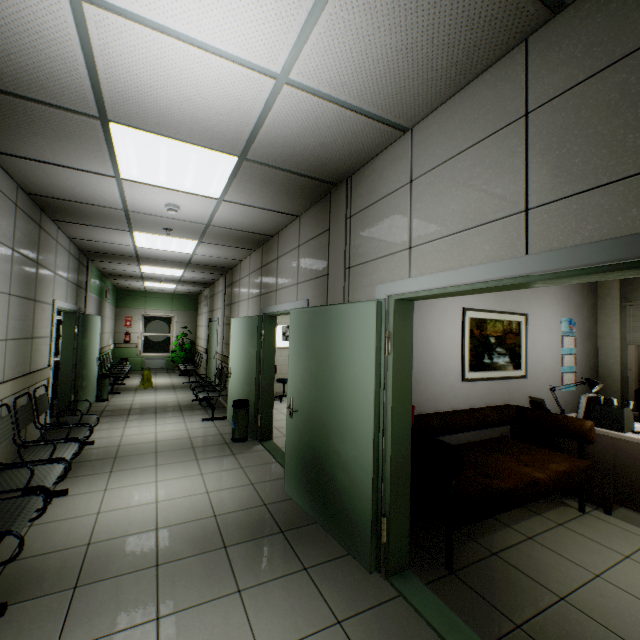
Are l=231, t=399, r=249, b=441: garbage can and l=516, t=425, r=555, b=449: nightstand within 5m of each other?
yes

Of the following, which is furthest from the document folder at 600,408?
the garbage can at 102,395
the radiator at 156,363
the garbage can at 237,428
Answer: the radiator at 156,363

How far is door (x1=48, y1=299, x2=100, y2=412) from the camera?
5.1m

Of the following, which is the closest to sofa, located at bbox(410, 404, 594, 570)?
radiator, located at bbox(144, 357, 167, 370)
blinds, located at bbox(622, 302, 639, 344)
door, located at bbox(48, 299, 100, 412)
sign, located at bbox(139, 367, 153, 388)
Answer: blinds, located at bbox(622, 302, 639, 344)

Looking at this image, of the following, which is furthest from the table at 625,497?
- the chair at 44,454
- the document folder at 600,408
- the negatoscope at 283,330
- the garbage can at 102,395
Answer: the garbage can at 102,395

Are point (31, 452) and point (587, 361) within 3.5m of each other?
no

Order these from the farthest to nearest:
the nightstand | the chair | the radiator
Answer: the radiator < the nightstand < the chair

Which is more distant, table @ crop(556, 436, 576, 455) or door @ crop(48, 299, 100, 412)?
door @ crop(48, 299, 100, 412)
